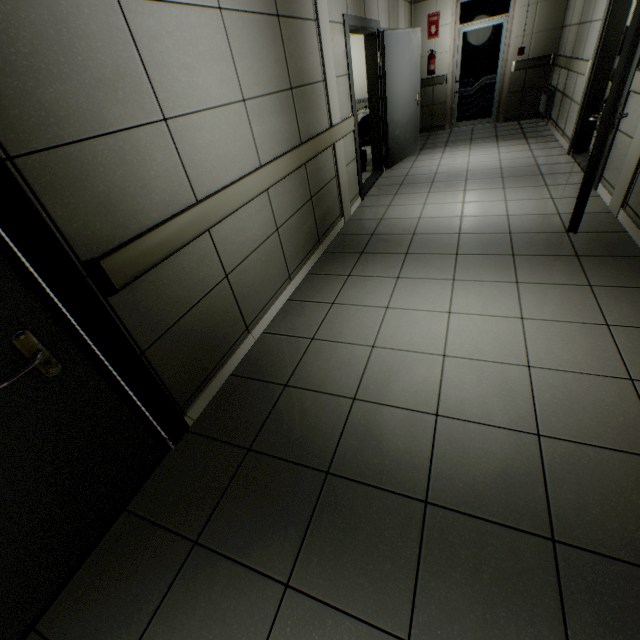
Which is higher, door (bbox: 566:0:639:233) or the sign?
the sign

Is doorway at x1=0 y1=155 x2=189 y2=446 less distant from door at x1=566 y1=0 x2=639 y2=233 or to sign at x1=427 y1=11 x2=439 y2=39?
door at x1=566 y1=0 x2=639 y2=233

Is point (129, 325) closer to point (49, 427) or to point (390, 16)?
point (49, 427)

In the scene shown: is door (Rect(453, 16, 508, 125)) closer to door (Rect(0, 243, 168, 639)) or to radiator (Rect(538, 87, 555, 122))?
radiator (Rect(538, 87, 555, 122))

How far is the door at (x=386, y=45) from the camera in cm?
449

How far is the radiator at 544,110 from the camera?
6.59m

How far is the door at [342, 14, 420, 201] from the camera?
4.49m

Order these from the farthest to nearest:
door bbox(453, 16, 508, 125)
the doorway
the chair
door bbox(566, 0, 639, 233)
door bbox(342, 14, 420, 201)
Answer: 1. door bbox(453, 16, 508, 125)
2. the chair
3. door bbox(342, 14, 420, 201)
4. door bbox(566, 0, 639, 233)
5. the doorway
